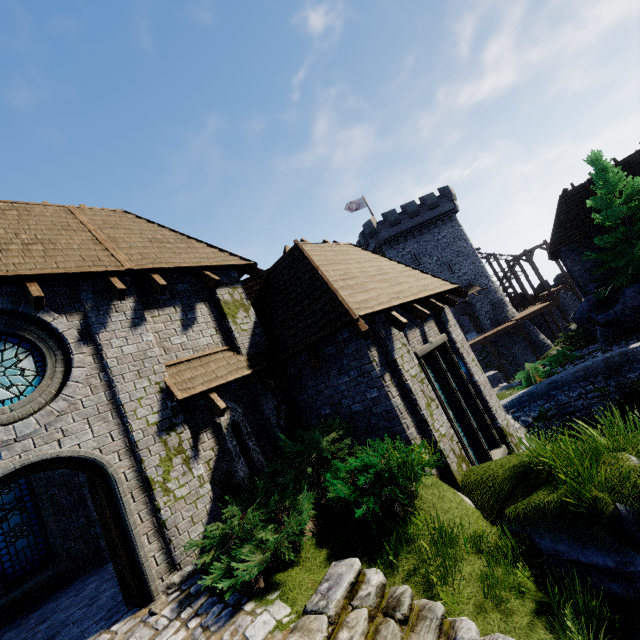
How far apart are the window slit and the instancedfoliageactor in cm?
208

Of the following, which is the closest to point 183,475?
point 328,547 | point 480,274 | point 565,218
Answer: point 328,547

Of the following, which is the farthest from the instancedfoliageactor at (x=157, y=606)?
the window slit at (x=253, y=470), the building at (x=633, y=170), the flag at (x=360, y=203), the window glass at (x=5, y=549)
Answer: the flag at (x=360, y=203)

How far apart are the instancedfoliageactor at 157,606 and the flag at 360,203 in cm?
3842

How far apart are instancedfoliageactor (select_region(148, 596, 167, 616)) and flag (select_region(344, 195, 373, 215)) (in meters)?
38.42

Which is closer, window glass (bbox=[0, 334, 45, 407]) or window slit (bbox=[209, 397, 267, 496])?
window glass (bbox=[0, 334, 45, 407])

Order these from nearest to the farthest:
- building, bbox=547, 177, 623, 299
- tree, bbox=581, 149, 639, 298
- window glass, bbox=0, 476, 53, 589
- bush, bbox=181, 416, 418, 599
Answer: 1. bush, bbox=181, 416, 418, 599
2. window glass, bbox=0, 476, 53, 589
3. tree, bbox=581, 149, 639, 298
4. building, bbox=547, 177, 623, 299

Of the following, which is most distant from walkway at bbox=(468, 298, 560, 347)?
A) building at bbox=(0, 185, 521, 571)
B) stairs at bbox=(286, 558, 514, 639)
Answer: stairs at bbox=(286, 558, 514, 639)
